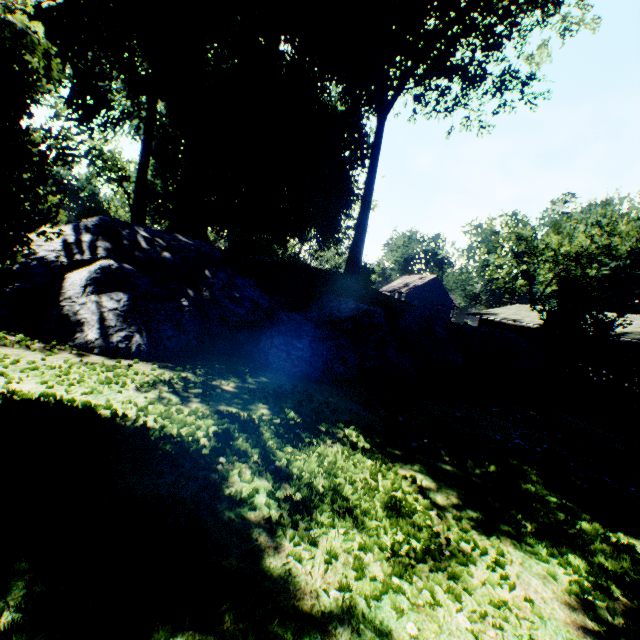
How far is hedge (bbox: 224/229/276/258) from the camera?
14.2m

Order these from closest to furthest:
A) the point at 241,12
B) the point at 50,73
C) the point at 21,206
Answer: the point at 21,206 → the point at 241,12 → the point at 50,73

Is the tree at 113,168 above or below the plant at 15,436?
above

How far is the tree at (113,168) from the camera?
46.1 meters

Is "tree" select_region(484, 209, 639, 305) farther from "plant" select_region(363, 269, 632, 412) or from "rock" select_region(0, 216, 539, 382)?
"rock" select_region(0, 216, 539, 382)

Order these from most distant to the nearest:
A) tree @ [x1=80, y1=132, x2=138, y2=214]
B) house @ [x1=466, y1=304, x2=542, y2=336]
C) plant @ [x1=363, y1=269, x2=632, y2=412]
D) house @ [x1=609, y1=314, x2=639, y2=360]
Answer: tree @ [x1=80, y1=132, x2=138, y2=214] → house @ [x1=466, y1=304, x2=542, y2=336] → house @ [x1=609, y1=314, x2=639, y2=360] → plant @ [x1=363, y1=269, x2=632, y2=412]

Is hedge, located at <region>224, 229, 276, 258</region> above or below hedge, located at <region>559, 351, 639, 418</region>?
above

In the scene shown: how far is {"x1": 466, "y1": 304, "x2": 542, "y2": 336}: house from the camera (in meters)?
27.97
